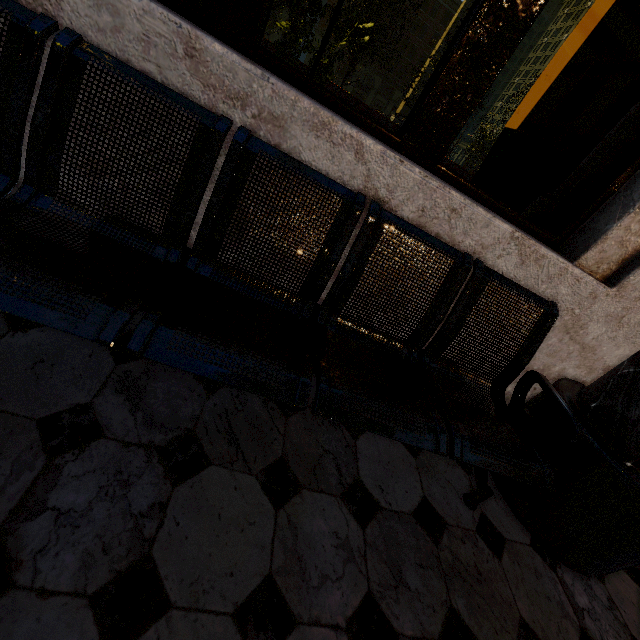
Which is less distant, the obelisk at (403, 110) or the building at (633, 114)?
the building at (633, 114)

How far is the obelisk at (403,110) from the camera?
30.0m

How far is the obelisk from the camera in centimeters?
3000cm

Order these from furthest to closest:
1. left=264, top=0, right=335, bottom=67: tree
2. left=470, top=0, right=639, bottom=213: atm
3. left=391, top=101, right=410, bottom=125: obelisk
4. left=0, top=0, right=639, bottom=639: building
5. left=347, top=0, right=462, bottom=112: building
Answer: left=347, top=0, right=462, bottom=112: building
left=391, top=101, right=410, bottom=125: obelisk
left=264, top=0, right=335, bottom=67: tree
left=470, top=0, right=639, bottom=213: atm
left=0, top=0, right=639, bottom=639: building

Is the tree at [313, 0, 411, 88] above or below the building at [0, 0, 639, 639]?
above

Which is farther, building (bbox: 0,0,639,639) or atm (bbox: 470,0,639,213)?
atm (bbox: 470,0,639,213)

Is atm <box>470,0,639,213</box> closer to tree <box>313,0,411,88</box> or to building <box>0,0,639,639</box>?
building <box>0,0,639,639</box>

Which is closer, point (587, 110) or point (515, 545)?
point (515, 545)
